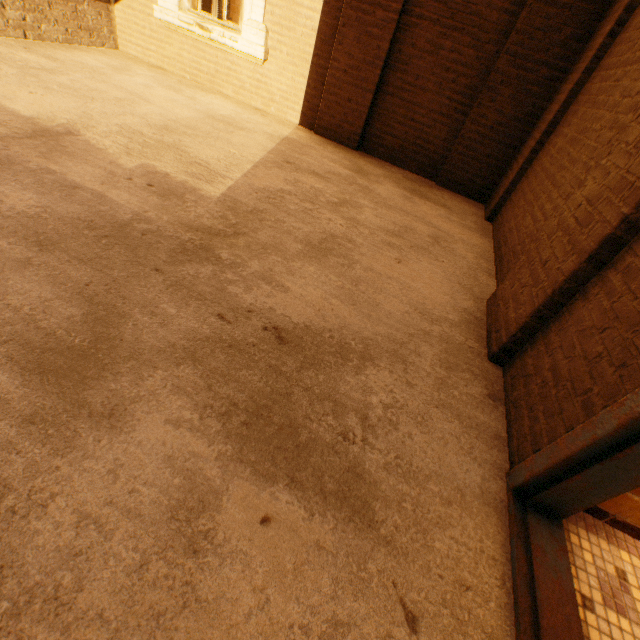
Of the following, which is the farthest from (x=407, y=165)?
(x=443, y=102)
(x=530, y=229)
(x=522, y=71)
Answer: (x=530, y=229)
